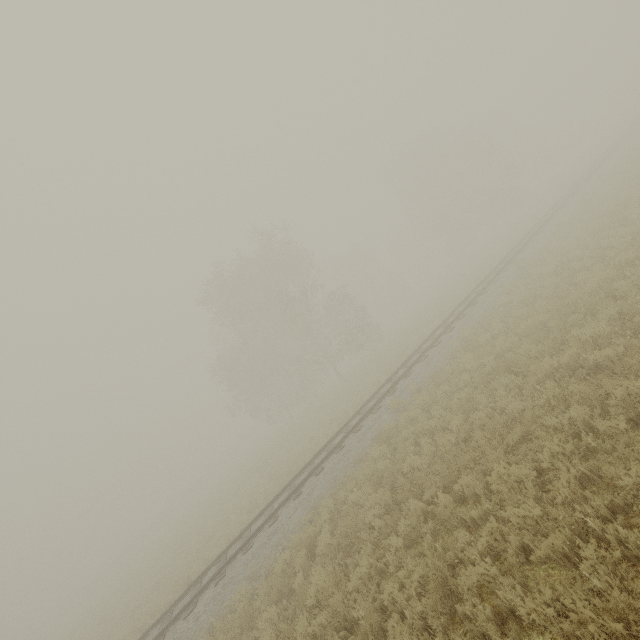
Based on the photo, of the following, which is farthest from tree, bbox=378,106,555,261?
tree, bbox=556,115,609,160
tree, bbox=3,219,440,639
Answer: tree, bbox=3,219,440,639

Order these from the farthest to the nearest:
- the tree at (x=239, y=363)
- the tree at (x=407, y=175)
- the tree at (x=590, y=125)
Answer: the tree at (x=590, y=125)
the tree at (x=407, y=175)
the tree at (x=239, y=363)

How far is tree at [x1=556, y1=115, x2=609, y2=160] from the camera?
55.59m

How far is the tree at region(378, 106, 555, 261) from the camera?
39.6 meters

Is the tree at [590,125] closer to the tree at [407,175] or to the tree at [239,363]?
the tree at [407,175]

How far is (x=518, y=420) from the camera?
7.8m
